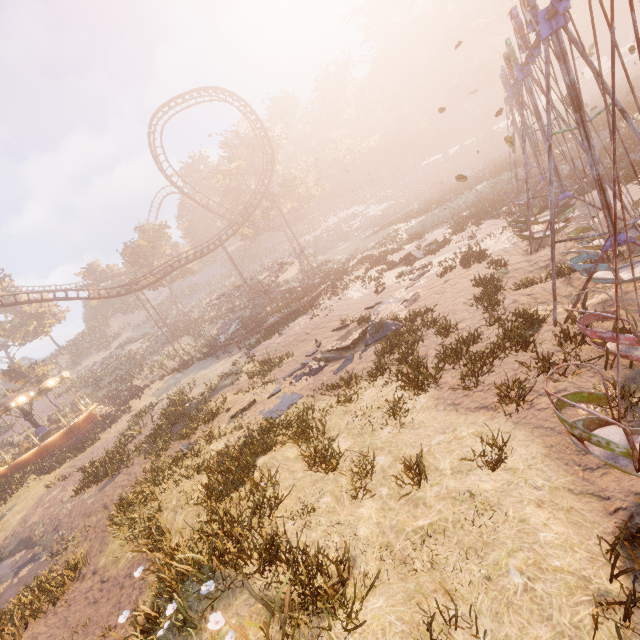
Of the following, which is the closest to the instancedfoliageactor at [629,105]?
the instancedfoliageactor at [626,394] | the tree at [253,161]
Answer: the tree at [253,161]

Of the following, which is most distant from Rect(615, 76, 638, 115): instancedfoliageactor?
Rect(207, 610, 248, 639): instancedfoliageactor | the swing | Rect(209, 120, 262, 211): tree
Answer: Rect(207, 610, 248, 639): instancedfoliageactor

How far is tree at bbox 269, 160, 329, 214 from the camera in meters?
42.9

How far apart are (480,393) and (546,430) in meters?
1.7 m

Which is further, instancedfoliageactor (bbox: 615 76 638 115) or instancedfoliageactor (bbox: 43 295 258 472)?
instancedfoliageactor (bbox: 43 295 258 472)

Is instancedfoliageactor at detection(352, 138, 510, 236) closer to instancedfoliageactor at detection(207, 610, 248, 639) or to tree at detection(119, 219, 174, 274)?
tree at detection(119, 219, 174, 274)

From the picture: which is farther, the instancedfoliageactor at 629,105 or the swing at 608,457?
the instancedfoliageactor at 629,105

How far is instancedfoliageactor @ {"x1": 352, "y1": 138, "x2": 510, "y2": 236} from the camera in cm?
3112
